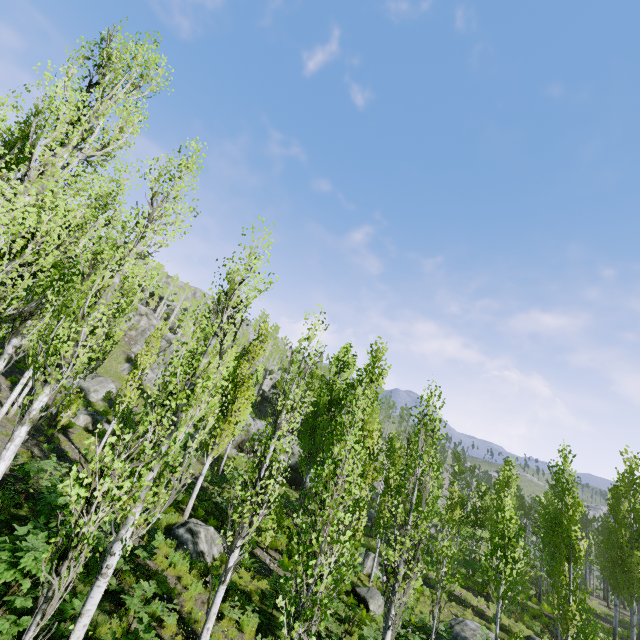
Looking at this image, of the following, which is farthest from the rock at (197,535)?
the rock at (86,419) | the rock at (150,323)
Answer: the rock at (150,323)

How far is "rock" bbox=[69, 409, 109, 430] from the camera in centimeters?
2092cm

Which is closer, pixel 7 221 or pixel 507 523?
pixel 7 221

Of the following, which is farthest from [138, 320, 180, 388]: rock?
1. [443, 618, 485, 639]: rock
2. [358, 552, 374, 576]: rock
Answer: [443, 618, 485, 639]: rock

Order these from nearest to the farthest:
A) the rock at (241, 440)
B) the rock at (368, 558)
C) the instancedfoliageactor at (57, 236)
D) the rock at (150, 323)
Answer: the instancedfoliageactor at (57, 236) → the rock at (368, 558) → the rock at (241, 440) → the rock at (150, 323)

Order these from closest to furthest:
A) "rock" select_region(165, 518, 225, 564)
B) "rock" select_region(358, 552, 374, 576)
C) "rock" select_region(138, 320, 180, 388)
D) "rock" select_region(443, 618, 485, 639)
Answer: "rock" select_region(165, 518, 225, 564) → "rock" select_region(443, 618, 485, 639) → "rock" select_region(358, 552, 374, 576) → "rock" select_region(138, 320, 180, 388)

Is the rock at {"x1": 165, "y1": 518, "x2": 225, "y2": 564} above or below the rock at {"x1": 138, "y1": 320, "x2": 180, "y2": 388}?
below

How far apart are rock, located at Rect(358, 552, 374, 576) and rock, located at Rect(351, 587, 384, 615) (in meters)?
2.72
